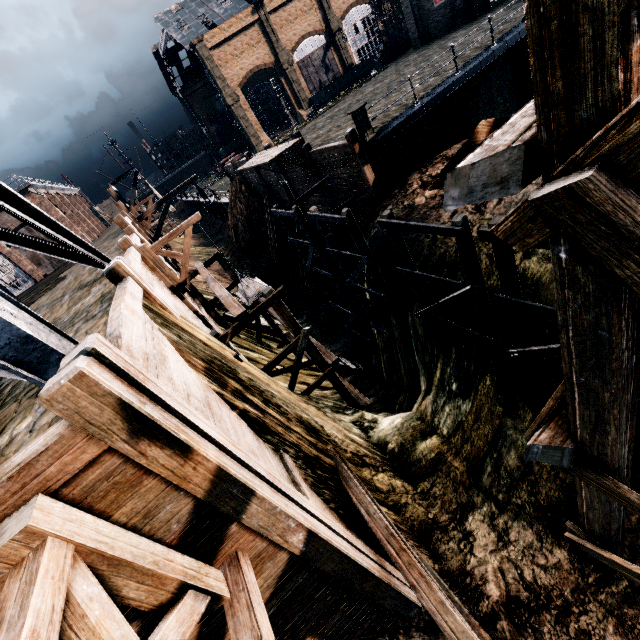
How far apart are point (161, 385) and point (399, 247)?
7.2 meters

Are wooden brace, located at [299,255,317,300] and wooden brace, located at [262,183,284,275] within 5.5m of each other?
yes

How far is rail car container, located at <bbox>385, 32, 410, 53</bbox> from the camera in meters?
40.3 m

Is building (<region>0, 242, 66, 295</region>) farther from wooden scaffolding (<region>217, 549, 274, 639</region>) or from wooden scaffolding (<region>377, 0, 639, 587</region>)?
wooden scaffolding (<region>377, 0, 639, 587</region>)

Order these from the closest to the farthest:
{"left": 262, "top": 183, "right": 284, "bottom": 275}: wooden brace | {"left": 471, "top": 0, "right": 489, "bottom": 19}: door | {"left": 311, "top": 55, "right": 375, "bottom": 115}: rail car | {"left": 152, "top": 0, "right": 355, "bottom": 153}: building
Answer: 1. {"left": 471, "top": 0, "right": 489, "bottom": 19}: door
2. {"left": 262, "top": 183, "right": 284, "bottom": 275}: wooden brace
3. {"left": 311, "top": 55, "right": 375, "bottom": 115}: rail car
4. {"left": 152, "top": 0, "right": 355, "bottom": 153}: building

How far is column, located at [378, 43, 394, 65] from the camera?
38.38m

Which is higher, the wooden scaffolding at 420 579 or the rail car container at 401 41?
the rail car container at 401 41

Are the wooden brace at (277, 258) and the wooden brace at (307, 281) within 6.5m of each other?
yes
